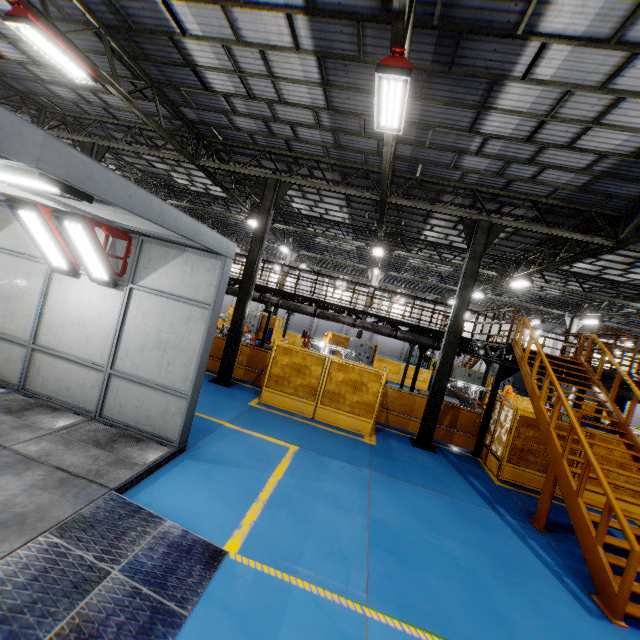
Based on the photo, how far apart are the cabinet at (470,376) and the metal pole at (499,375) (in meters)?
12.53

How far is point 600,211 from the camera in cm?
1032

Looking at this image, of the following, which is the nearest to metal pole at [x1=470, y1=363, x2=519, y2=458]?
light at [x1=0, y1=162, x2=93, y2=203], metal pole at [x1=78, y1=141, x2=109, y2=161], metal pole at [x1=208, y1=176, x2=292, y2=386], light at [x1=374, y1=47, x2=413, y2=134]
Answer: light at [x1=374, y1=47, x2=413, y2=134]

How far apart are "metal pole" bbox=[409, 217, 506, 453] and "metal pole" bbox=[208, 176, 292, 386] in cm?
617

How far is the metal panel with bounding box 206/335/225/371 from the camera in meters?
13.7

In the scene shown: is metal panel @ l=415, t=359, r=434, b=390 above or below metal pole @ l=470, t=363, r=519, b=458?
below

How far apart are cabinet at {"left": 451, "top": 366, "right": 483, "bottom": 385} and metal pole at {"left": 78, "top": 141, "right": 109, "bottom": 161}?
23.3 meters

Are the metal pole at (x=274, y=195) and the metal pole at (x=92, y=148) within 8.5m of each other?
yes
